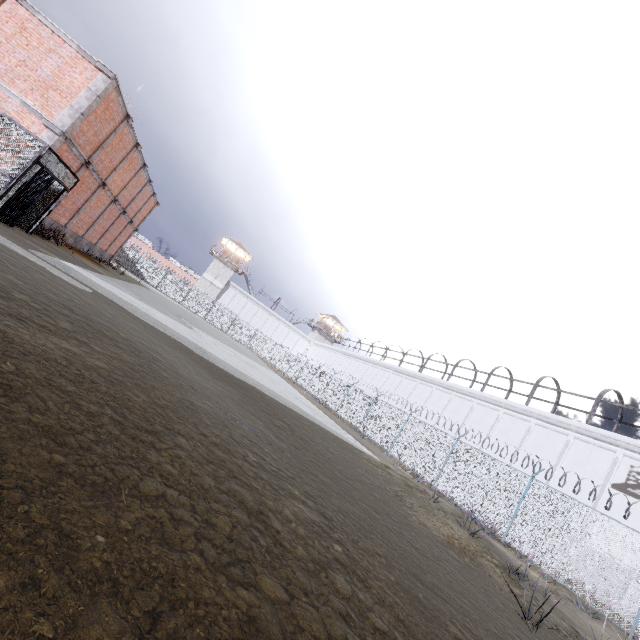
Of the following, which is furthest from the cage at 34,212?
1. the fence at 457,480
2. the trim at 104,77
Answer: the fence at 457,480

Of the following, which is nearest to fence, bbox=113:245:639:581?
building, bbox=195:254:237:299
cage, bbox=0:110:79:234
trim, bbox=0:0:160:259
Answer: cage, bbox=0:110:79:234

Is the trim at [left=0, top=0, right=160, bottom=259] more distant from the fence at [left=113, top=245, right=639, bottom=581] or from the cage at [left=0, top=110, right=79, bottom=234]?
the fence at [left=113, top=245, right=639, bottom=581]

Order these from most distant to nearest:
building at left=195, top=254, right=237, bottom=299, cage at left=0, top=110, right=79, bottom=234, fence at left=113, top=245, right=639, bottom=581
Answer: building at left=195, top=254, right=237, bottom=299
fence at left=113, top=245, right=639, bottom=581
cage at left=0, top=110, right=79, bottom=234

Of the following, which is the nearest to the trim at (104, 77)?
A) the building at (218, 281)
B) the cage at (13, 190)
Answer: the cage at (13, 190)

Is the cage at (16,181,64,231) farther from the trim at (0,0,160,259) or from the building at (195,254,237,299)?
the building at (195,254,237,299)

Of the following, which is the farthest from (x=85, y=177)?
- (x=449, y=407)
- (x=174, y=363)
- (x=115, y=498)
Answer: (x=449, y=407)

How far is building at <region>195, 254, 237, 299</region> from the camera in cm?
5622
